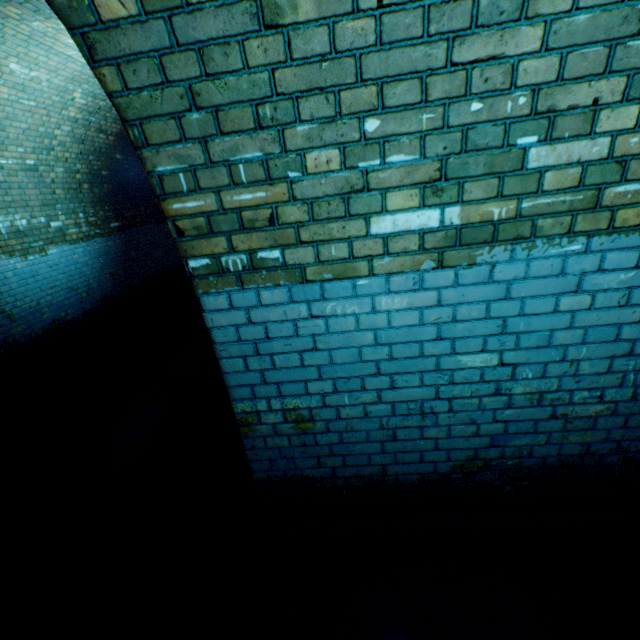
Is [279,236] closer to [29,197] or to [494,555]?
[494,555]
